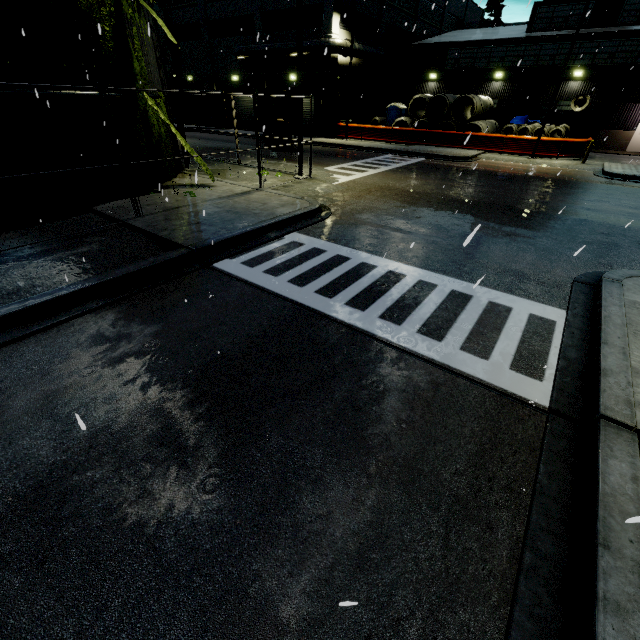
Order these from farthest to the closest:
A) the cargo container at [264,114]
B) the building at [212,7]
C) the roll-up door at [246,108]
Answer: the roll-up door at [246,108] < the building at [212,7] < the cargo container at [264,114]

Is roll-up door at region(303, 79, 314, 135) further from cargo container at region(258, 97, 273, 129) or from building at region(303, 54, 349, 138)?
cargo container at region(258, 97, 273, 129)

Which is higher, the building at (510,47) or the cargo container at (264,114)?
the building at (510,47)

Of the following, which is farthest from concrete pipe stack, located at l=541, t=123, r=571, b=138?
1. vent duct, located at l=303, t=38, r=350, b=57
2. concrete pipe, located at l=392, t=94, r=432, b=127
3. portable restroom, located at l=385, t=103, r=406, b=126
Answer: portable restroom, located at l=385, t=103, r=406, b=126

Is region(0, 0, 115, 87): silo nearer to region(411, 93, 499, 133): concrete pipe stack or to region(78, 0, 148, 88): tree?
region(78, 0, 148, 88): tree

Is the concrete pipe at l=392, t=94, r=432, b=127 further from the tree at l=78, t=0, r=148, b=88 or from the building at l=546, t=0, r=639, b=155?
the building at l=546, t=0, r=639, b=155

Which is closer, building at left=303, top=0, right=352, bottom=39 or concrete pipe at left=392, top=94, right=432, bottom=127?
building at left=303, top=0, right=352, bottom=39

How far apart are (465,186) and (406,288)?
11.2 meters
